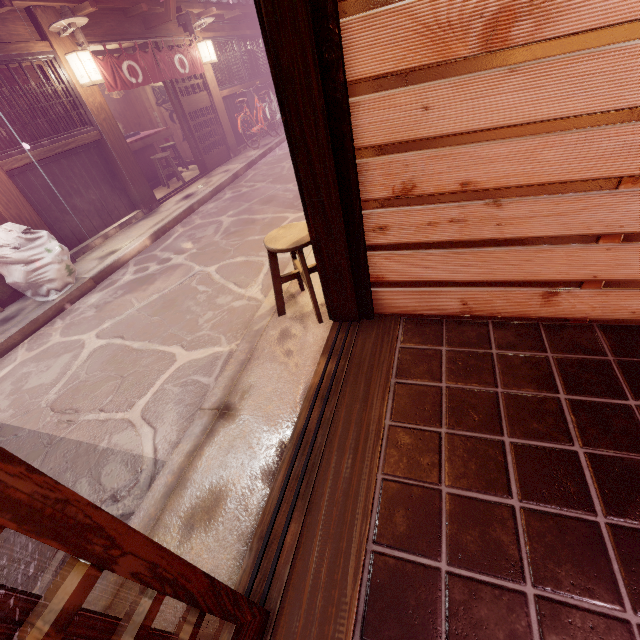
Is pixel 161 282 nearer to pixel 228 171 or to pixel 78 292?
pixel 78 292

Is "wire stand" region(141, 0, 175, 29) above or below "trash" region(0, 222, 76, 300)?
above

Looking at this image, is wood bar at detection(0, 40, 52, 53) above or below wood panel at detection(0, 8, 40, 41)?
below

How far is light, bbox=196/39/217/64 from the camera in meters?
14.4 m

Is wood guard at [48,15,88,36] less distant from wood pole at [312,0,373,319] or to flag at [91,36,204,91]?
flag at [91,36,204,91]

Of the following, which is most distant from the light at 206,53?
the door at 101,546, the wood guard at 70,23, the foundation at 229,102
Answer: the door at 101,546

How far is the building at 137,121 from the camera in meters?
16.6

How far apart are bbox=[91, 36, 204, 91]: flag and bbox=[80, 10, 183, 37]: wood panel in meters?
0.5
